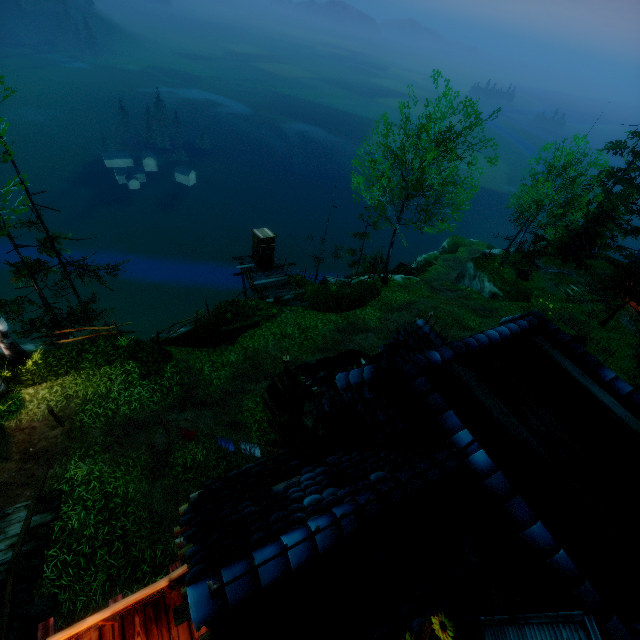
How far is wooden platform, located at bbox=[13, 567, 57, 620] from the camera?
6.50m

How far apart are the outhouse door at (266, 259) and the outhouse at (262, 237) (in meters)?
0.01

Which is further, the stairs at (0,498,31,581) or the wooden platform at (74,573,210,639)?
the stairs at (0,498,31,581)

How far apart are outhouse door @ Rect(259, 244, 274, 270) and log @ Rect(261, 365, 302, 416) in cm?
993

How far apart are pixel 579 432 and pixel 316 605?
3.8 meters

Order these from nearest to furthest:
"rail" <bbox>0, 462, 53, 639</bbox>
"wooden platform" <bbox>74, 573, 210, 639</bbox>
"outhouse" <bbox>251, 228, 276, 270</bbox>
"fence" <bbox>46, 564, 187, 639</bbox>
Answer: "fence" <bbox>46, 564, 187, 639</bbox>, "wooden platform" <bbox>74, 573, 210, 639</bbox>, "rail" <bbox>0, 462, 53, 639</bbox>, "outhouse" <bbox>251, 228, 276, 270</bbox>

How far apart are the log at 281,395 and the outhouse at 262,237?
9.9 meters

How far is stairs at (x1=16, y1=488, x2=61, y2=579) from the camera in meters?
7.2
